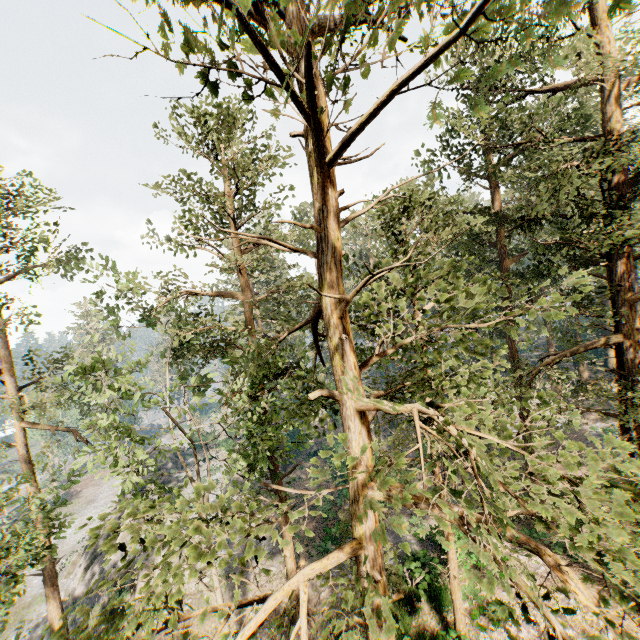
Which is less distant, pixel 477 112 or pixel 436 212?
pixel 477 112

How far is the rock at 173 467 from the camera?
39.6m

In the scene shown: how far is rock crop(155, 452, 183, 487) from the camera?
39.6 meters

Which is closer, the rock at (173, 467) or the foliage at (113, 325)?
the foliage at (113, 325)

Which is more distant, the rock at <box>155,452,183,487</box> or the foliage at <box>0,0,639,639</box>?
the rock at <box>155,452,183,487</box>

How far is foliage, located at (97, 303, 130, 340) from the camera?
16.3m

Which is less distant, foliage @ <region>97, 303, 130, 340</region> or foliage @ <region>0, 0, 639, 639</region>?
foliage @ <region>0, 0, 639, 639</region>
